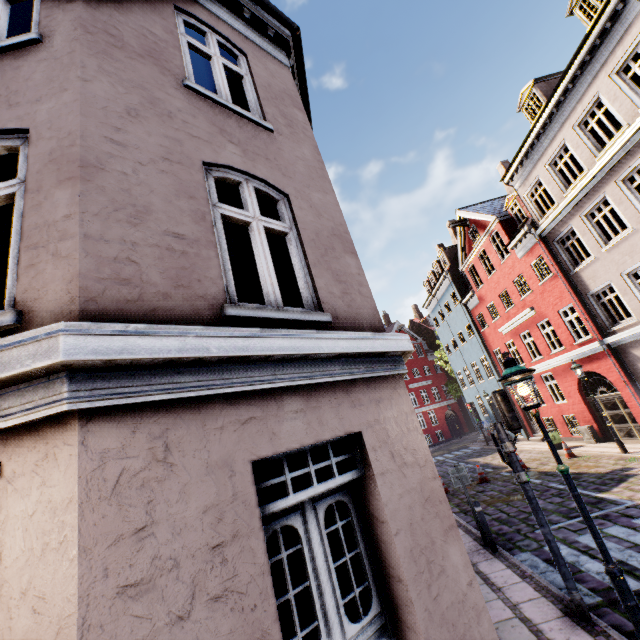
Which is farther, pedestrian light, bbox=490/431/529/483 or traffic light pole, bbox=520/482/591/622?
pedestrian light, bbox=490/431/529/483

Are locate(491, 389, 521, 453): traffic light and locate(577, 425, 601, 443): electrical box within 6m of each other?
no

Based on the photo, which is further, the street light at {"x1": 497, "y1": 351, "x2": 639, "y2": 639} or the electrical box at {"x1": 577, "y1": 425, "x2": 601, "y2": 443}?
the electrical box at {"x1": 577, "y1": 425, "x2": 601, "y2": 443}

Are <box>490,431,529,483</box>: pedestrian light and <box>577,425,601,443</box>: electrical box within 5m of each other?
no

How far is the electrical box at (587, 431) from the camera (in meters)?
15.92

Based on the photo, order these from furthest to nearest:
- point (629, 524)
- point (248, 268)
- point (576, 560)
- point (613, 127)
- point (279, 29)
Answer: point (248, 268) → point (613, 127) → point (629, 524) → point (576, 560) → point (279, 29)

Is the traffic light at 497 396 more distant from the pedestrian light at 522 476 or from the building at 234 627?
the building at 234 627

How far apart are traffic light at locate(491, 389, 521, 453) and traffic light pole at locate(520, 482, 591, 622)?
0.5m
